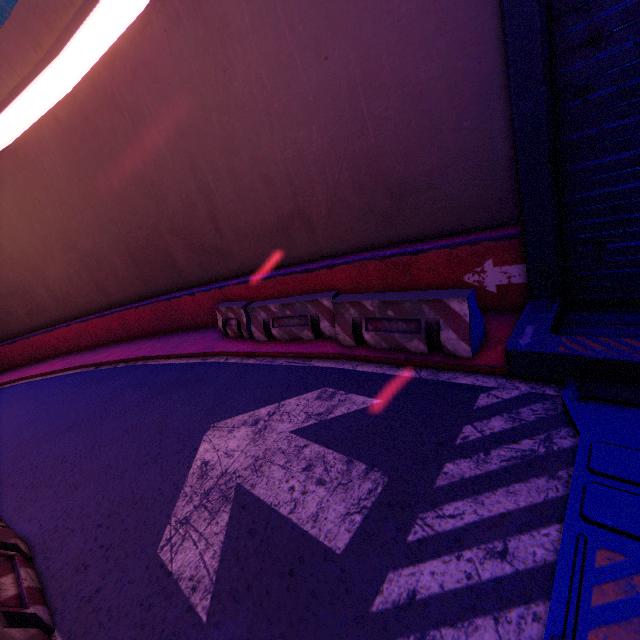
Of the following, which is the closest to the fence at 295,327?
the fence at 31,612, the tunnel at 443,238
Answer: the tunnel at 443,238

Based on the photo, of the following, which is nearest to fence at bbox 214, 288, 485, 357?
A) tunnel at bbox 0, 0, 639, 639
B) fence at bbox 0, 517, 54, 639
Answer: tunnel at bbox 0, 0, 639, 639

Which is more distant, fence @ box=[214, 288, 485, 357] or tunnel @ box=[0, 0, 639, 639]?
fence @ box=[214, 288, 485, 357]

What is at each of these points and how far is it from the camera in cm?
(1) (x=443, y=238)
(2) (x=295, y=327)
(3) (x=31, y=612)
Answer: (1) tunnel, 589
(2) fence, 698
(3) fence, 294

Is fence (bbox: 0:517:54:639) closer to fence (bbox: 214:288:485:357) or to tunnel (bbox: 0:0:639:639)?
tunnel (bbox: 0:0:639:639)

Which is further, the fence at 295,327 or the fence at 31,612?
the fence at 295,327

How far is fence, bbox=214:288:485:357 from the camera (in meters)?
4.51
